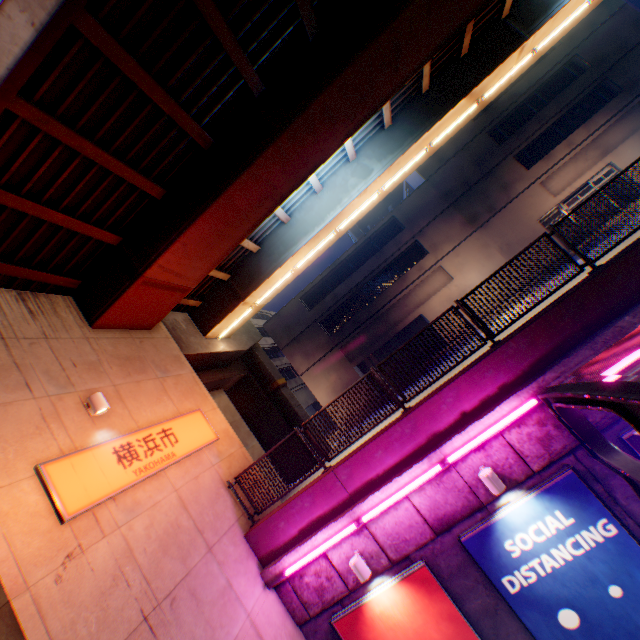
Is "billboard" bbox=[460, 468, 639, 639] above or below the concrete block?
below

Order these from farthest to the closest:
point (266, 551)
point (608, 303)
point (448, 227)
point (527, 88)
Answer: point (448, 227), point (527, 88), point (266, 551), point (608, 303)

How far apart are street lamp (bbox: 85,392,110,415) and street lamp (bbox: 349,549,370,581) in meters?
6.3 m

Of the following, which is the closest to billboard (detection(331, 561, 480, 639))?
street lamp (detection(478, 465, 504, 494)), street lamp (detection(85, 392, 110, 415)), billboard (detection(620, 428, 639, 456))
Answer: street lamp (detection(478, 465, 504, 494))

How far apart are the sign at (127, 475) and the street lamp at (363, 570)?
4.5m

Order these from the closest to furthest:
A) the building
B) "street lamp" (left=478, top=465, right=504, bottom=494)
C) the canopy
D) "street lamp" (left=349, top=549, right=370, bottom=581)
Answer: the canopy → "street lamp" (left=478, top=465, right=504, bottom=494) → "street lamp" (left=349, top=549, right=370, bottom=581) → the building

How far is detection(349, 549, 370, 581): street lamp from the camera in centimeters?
680cm

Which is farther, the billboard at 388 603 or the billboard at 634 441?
the billboard at 388 603
